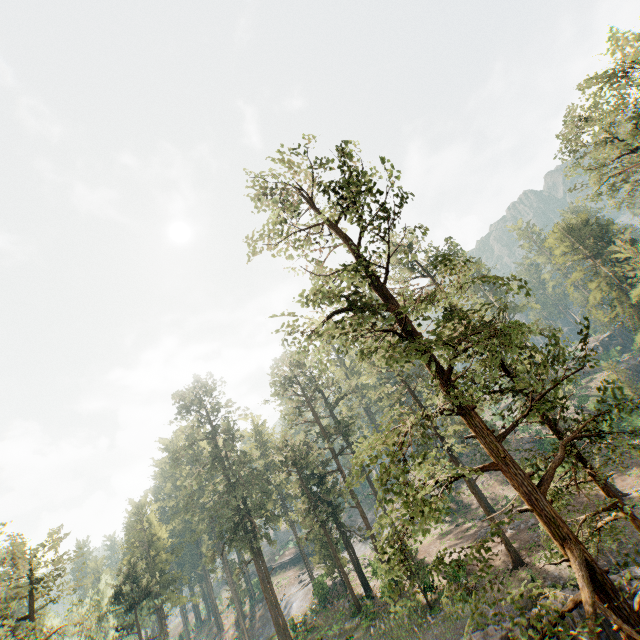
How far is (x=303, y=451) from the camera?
41.44m

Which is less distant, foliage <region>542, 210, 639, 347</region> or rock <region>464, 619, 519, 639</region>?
rock <region>464, 619, 519, 639</region>

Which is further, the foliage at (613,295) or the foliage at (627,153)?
the foliage at (613,295)

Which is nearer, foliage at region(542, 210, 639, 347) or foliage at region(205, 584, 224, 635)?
foliage at region(542, 210, 639, 347)

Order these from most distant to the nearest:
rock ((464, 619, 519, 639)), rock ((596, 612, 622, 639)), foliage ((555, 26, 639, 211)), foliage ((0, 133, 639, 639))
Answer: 1. foliage ((555, 26, 639, 211))
2. rock ((464, 619, 519, 639))
3. rock ((596, 612, 622, 639))
4. foliage ((0, 133, 639, 639))

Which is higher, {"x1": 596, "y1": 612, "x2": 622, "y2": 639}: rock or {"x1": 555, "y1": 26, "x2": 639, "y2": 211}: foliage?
{"x1": 555, "y1": 26, "x2": 639, "y2": 211}: foliage
